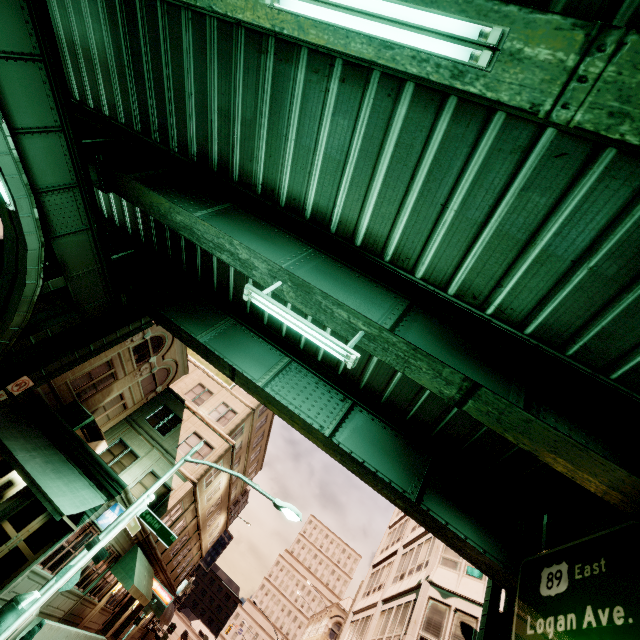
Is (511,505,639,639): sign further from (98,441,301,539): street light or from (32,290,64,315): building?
(32,290,64,315): building

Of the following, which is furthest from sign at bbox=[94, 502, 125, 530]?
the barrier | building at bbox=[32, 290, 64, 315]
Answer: the barrier

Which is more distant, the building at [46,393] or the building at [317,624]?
the building at [317,624]

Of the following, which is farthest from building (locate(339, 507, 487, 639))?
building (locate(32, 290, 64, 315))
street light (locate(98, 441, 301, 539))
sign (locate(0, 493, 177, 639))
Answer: building (locate(32, 290, 64, 315))

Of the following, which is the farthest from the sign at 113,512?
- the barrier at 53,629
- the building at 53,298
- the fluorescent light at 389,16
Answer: the fluorescent light at 389,16

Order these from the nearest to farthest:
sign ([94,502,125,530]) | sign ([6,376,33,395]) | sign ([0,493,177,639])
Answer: sign ([0,493,177,639]) → sign ([6,376,33,395]) → sign ([94,502,125,530])

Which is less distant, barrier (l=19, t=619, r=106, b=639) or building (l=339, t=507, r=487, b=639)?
barrier (l=19, t=619, r=106, b=639)

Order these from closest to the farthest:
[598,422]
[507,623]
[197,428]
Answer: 1. [598,422]
2. [507,623]
3. [197,428]
